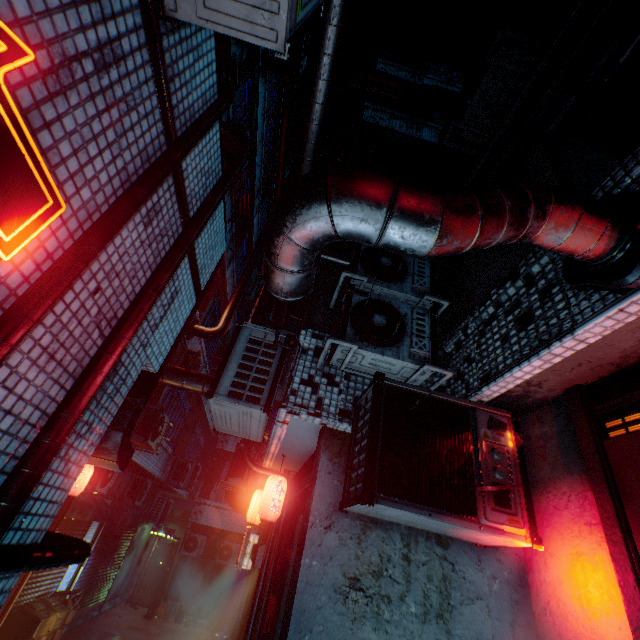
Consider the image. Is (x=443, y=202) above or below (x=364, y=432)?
above

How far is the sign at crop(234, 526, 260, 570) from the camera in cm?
556

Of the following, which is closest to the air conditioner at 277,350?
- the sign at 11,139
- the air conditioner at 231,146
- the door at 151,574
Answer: the sign at 11,139

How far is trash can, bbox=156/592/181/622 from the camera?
11.39m

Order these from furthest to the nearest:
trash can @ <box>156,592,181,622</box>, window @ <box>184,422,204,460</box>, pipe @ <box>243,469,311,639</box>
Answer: window @ <box>184,422,204,460</box> → trash can @ <box>156,592,181,622</box> → pipe @ <box>243,469,311,639</box>

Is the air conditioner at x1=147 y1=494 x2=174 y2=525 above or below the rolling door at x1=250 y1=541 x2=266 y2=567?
above

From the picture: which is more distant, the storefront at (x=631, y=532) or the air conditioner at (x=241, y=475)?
the air conditioner at (x=241, y=475)

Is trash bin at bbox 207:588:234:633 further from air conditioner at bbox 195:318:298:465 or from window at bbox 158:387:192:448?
air conditioner at bbox 195:318:298:465
